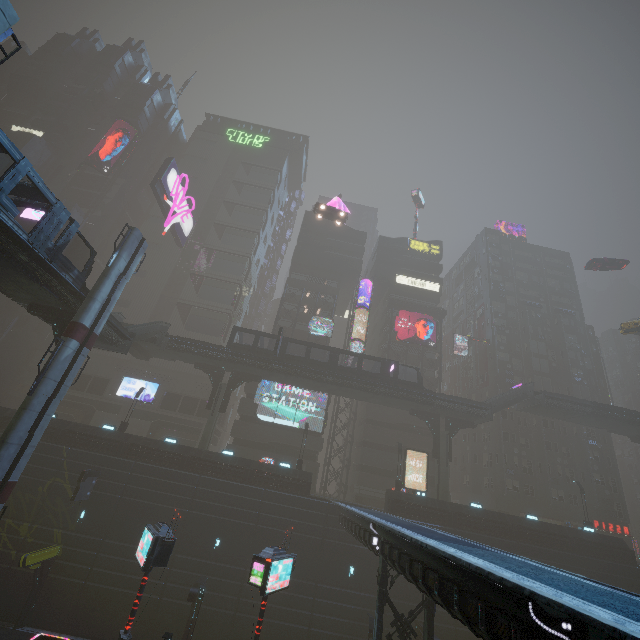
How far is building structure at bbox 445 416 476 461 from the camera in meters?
36.7 m

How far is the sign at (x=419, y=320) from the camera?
47.84m

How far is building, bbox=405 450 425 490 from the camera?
40.7m

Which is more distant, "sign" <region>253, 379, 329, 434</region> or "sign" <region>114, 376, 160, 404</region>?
"sign" <region>114, 376, 160, 404</region>

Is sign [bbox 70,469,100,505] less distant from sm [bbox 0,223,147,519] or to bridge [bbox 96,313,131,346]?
sm [bbox 0,223,147,519]

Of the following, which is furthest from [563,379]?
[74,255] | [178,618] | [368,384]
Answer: [74,255]

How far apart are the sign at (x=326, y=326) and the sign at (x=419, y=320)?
9.00m

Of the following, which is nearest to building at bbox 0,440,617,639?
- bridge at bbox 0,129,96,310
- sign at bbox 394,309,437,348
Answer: sign at bbox 394,309,437,348
